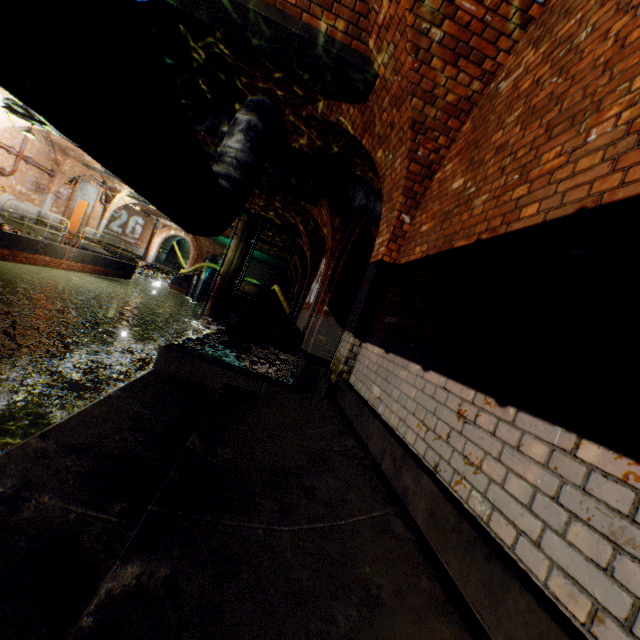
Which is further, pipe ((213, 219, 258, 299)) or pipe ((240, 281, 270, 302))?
pipe ((240, 281, 270, 302))

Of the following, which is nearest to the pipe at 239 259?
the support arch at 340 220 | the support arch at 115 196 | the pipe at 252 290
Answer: the support arch at 340 220

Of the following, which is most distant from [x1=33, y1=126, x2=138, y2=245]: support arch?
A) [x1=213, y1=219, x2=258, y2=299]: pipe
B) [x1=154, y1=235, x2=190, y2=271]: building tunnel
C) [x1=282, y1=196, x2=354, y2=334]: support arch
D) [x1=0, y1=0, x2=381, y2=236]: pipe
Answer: [x1=154, y1=235, x2=190, y2=271]: building tunnel

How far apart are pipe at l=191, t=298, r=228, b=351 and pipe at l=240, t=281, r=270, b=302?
5.44m

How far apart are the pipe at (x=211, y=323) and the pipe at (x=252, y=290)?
5.4m

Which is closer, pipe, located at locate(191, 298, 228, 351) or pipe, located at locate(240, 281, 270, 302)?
pipe, located at locate(191, 298, 228, 351)

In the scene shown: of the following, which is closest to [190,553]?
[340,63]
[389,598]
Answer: [389,598]

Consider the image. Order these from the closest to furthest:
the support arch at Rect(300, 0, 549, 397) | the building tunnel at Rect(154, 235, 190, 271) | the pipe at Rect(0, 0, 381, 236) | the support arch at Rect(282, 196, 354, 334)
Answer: the pipe at Rect(0, 0, 381, 236) < the support arch at Rect(300, 0, 549, 397) < the support arch at Rect(282, 196, 354, 334) < the building tunnel at Rect(154, 235, 190, 271)
